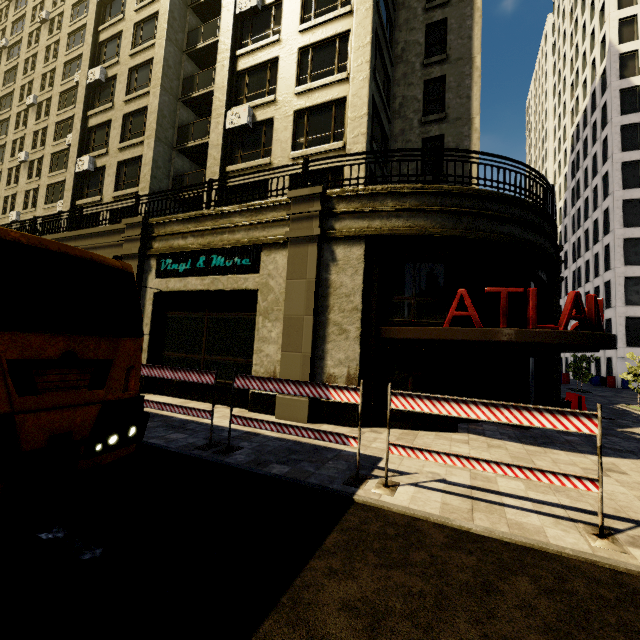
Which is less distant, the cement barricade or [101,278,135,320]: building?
[101,278,135,320]: building

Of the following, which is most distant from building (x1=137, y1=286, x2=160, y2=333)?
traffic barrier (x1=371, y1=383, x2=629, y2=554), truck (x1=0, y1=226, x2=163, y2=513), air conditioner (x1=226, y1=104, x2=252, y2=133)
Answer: truck (x1=0, y1=226, x2=163, y2=513)

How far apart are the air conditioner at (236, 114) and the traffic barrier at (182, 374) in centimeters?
1221cm

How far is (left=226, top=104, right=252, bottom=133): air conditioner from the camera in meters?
14.8

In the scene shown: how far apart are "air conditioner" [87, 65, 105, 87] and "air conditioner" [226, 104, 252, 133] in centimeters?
1193cm

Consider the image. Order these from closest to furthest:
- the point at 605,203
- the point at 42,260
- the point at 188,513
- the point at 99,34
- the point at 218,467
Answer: the point at 188,513, the point at 42,260, the point at 218,467, the point at 99,34, the point at 605,203

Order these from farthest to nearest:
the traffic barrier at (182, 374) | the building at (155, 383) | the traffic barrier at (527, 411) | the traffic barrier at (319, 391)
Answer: the building at (155, 383) < the traffic barrier at (182, 374) < the traffic barrier at (319, 391) < the traffic barrier at (527, 411)

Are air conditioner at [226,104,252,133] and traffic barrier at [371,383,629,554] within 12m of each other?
no
